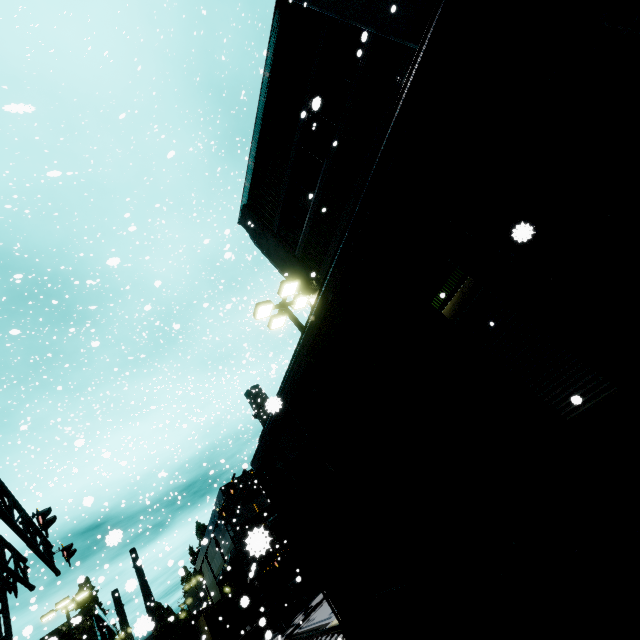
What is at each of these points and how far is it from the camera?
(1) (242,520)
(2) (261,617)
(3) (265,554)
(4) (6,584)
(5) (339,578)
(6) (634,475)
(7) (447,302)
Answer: (1) building, 26.8 meters
(2) building, 29.0 meters
(3) building, 25.6 meters
(4) railroad crossing overhang, 11.2 meters
(5) cargo car, 5.7 meters
(6) flatcar, 2.4 meters
(7) building, 8.3 meters

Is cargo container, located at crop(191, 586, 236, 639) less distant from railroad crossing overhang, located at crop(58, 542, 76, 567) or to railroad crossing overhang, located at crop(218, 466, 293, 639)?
railroad crossing overhang, located at crop(58, 542, 76, 567)

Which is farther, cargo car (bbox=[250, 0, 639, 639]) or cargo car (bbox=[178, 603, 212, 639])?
cargo car (bbox=[178, 603, 212, 639])

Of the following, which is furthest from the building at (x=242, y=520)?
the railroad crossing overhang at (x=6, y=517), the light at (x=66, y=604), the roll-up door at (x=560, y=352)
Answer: the railroad crossing overhang at (x=6, y=517)

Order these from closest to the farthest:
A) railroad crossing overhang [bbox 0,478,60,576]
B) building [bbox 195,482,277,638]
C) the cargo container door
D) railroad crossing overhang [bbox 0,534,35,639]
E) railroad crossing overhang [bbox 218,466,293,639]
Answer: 1. railroad crossing overhang [bbox 0,534,35,639]
2. railroad crossing overhang [bbox 0,478,60,576]
3. railroad crossing overhang [bbox 218,466,293,639]
4. the cargo container door
5. building [bbox 195,482,277,638]

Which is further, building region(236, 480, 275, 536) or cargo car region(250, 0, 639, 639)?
building region(236, 480, 275, 536)

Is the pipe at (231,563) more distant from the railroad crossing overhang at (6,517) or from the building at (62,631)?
the railroad crossing overhang at (6,517)

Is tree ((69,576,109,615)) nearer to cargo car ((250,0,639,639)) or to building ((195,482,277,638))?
building ((195,482,277,638))
